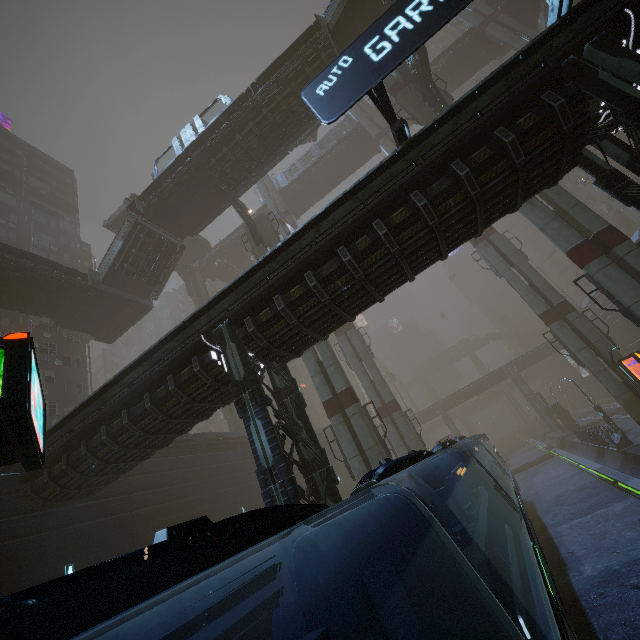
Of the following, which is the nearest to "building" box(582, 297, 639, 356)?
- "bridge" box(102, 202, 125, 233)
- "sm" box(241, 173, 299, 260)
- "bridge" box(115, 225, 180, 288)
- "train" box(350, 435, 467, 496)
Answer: "sm" box(241, 173, 299, 260)

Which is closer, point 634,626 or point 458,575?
point 458,575

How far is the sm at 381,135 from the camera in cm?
3659

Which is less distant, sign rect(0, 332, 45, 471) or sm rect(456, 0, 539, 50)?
sign rect(0, 332, 45, 471)

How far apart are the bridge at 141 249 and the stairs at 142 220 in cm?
1

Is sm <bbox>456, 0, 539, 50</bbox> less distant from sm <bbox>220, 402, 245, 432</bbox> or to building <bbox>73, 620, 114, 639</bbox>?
building <bbox>73, 620, 114, 639</bbox>

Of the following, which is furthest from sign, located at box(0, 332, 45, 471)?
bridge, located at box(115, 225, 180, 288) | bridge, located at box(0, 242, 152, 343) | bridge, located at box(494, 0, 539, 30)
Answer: bridge, located at box(494, 0, 539, 30)

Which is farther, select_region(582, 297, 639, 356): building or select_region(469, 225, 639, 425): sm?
select_region(582, 297, 639, 356): building
